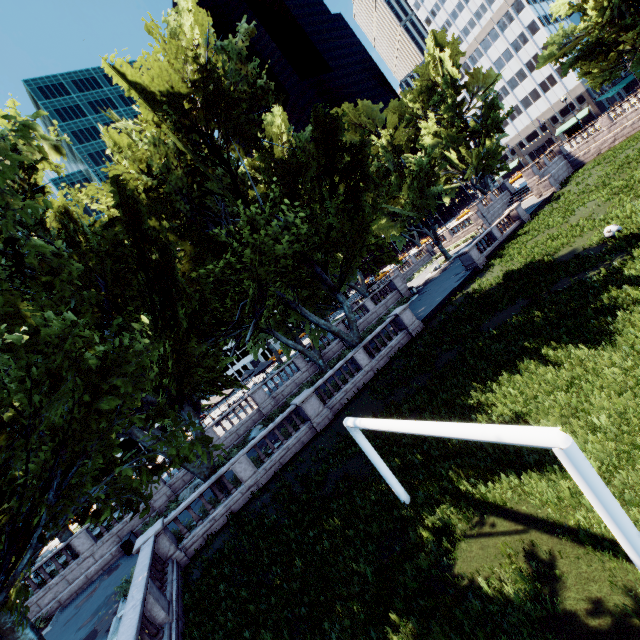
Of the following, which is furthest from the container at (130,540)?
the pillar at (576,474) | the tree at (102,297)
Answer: the pillar at (576,474)

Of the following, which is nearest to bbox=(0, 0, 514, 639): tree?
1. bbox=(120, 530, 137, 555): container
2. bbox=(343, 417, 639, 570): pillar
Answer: bbox=(120, 530, 137, 555): container

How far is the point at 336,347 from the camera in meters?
32.4 m

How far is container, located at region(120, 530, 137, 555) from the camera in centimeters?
2067cm

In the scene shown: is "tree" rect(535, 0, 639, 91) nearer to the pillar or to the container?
the container

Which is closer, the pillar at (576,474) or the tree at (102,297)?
the pillar at (576,474)
